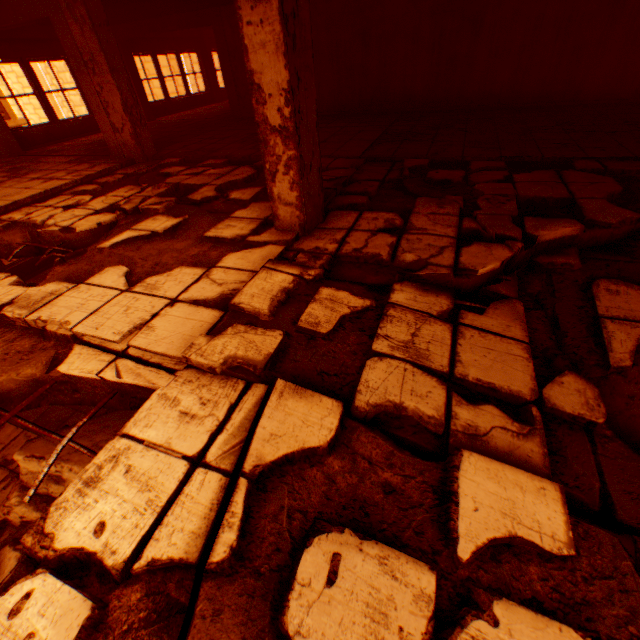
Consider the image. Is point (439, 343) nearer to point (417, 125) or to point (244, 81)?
point (417, 125)

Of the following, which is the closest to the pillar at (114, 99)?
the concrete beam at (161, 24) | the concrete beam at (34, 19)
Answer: the concrete beam at (34, 19)

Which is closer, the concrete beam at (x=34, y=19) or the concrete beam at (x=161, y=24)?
the concrete beam at (x=34, y=19)

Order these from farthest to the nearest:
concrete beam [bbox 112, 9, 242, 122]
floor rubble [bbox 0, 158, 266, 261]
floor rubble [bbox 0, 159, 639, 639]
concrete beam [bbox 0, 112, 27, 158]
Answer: concrete beam [bbox 112, 9, 242, 122] → concrete beam [bbox 0, 112, 27, 158] → floor rubble [bbox 0, 158, 266, 261] → floor rubble [bbox 0, 159, 639, 639]

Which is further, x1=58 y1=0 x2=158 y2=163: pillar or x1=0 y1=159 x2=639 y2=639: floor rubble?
x1=58 y1=0 x2=158 y2=163: pillar

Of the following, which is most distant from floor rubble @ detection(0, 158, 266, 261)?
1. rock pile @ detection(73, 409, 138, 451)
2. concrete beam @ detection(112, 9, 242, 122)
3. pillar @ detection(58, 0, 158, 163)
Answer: concrete beam @ detection(112, 9, 242, 122)

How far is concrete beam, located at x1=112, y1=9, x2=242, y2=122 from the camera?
9.3m

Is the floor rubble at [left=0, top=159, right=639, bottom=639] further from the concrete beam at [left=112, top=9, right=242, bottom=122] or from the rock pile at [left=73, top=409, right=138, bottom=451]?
the concrete beam at [left=112, top=9, right=242, bottom=122]
